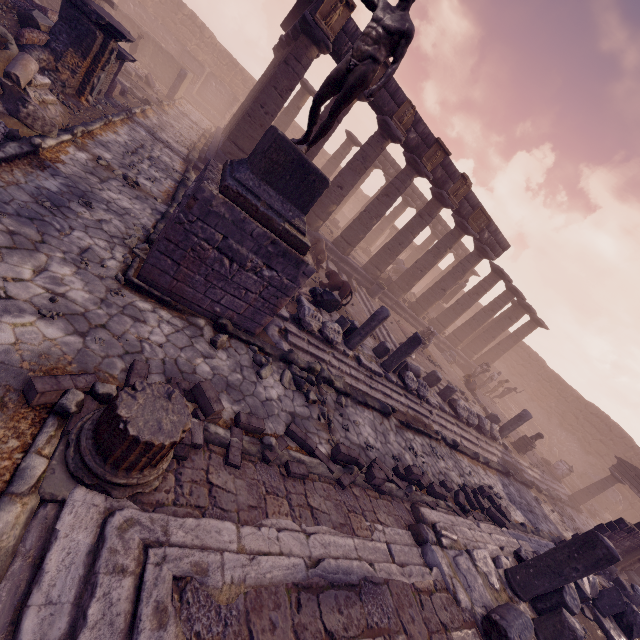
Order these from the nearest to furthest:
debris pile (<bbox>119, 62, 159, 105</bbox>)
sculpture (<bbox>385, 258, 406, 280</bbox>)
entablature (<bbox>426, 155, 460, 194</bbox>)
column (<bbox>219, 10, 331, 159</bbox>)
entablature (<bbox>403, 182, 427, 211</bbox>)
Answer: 1. column (<bbox>219, 10, 331, 159</bbox>)
2. entablature (<bbox>426, 155, 460, 194</bbox>)
3. debris pile (<bbox>119, 62, 159, 105</bbox>)
4. sculpture (<bbox>385, 258, 406, 280</bbox>)
5. entablature (<bbox>403, 182, 427, 211</bbox>)

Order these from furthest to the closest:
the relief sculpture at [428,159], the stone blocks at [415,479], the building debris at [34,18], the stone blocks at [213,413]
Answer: the relief sculpture at [428,159]
the building debris at [34,18]
the stone blocks at [415,479]
the stone blocks at [213,413]

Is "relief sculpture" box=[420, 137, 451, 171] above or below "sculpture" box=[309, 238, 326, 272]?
above

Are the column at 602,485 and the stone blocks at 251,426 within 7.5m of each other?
no

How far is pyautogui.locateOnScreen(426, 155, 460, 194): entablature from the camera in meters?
14.7

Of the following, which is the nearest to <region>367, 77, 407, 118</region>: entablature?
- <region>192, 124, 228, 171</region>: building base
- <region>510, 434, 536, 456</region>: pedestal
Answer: <region>192, 124, 228, 171</region>: building base

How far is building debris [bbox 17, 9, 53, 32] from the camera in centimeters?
848cm

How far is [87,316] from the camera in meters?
4.2 m
